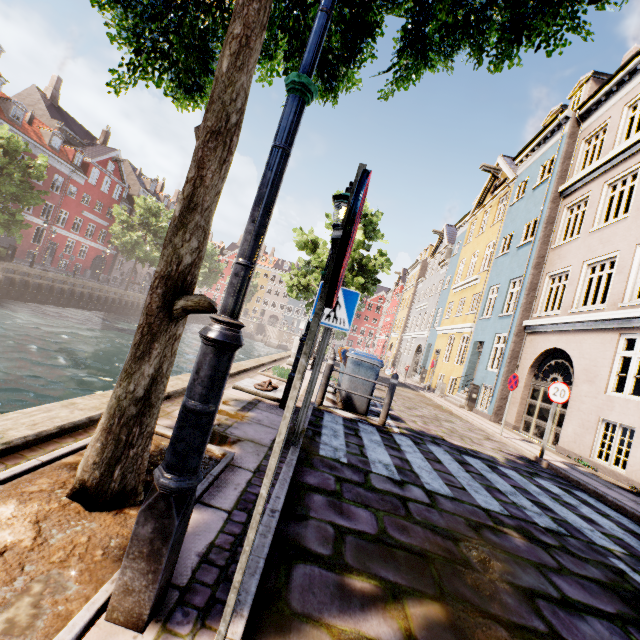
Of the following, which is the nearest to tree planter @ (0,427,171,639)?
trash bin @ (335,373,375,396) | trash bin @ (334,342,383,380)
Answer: trash bin @ (335,373,375,396)

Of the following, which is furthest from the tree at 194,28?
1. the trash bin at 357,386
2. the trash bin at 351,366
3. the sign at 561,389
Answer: → the sign at 561,389

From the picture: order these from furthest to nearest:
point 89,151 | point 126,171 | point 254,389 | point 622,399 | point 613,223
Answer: point 126,171
point 89,151
point 613,223
point 622,399
point 254,389

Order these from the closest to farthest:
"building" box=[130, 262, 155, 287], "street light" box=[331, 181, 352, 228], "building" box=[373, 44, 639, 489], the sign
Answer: "street light" box=[331, 181, 352, 228] → the sign → "building" box=[373, 44, 639, 489] → "building" box=[130, 262, 155, 287]

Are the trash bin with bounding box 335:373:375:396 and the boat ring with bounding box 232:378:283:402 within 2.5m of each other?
yes

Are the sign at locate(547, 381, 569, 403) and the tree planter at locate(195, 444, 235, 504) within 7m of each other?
no

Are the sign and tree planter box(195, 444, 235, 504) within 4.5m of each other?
no

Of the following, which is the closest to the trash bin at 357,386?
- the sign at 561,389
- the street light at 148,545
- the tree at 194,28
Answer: the street light at 148,545
